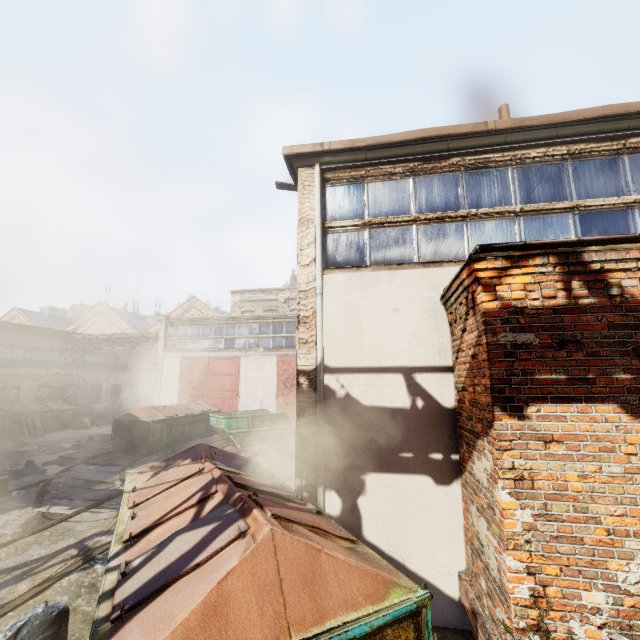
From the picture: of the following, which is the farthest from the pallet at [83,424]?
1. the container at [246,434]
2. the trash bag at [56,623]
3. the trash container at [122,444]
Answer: the trash bag at [56,623]

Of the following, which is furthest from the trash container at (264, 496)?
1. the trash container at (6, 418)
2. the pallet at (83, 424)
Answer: the pallet at (83, 424)

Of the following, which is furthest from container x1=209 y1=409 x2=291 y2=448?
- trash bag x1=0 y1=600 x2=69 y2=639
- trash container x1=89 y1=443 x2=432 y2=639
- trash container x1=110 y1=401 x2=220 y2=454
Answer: trash bag x1=0 y1=600 x2=69 y2=639

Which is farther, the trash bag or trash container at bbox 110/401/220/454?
trash container at bbox 110/401/220/454

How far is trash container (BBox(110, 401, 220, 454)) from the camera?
13.2m

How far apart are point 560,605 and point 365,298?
3.71m

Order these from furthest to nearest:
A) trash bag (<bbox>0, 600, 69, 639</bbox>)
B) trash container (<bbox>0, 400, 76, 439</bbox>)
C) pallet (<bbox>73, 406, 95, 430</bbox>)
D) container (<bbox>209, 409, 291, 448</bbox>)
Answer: pallet (<bbox>73, 406, 95, 430</bbox>), trash container (<bbox>0, 400, 76, 439</bbox>), container (<bbox>209, 409, 291, 448</bbox>), trash bag (<bbox>0, 600, 69, 639</bbox>)

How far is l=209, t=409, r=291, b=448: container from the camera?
13.8m
